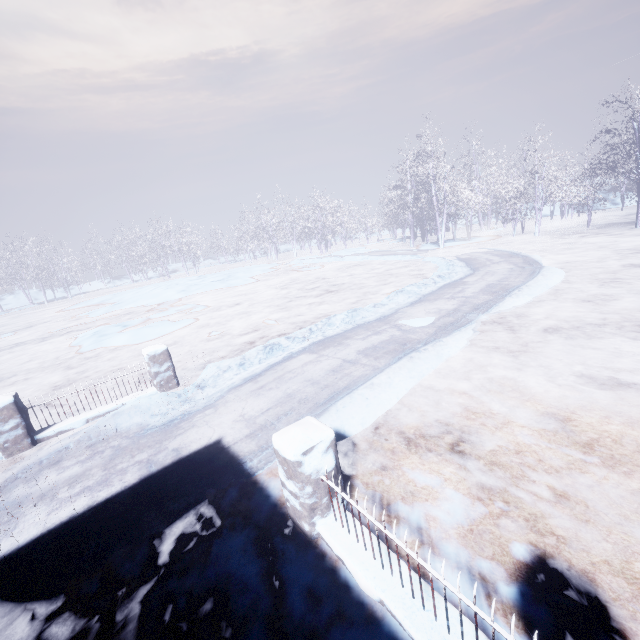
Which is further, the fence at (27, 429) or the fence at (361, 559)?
the fence at (27, 429)

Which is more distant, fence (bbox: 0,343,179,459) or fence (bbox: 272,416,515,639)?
fence (bbox: 0,343,179,459)

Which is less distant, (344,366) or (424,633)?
(424,633)
